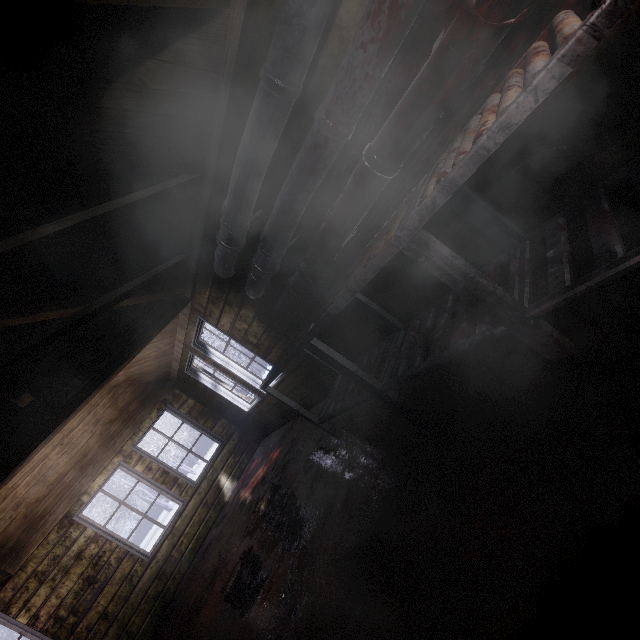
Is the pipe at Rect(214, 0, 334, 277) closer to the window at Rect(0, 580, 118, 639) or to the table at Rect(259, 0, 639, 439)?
the table at Rect(259, 0, 639, 439)

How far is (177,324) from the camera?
4.3m

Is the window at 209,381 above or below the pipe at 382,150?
above

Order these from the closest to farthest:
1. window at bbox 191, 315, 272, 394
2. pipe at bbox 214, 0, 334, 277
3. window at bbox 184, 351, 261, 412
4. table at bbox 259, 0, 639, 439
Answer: table at bbox 259, 0, 639, 439, pipe at bbox 214, 0, 334, 277, window at bbox 191, 315, 272, 394, window at bbox 184, 351, 261, 412

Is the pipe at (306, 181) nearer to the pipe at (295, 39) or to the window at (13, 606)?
the pipe at (295, 39)

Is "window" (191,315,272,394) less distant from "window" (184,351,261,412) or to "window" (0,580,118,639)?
"window" (184,351,261,412)

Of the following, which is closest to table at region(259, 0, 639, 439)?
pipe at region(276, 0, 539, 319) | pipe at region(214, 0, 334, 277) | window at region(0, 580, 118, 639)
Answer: pipe at region(276, 0, 539, 319)

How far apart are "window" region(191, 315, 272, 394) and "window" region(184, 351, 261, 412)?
0.2 meters
